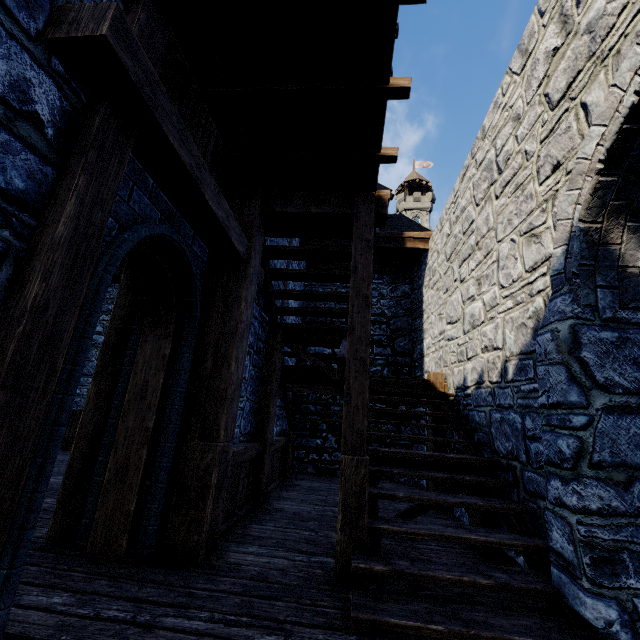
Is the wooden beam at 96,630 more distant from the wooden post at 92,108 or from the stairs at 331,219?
the stairs at 331,219

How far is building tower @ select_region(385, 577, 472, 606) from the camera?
2.6m

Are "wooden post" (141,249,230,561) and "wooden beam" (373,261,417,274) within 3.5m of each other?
no

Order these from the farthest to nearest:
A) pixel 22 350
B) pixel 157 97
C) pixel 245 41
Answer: pixel 245 41 → pixel 157 97 → pixel 22 350

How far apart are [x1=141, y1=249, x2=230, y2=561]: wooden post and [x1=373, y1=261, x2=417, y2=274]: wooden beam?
6.1m

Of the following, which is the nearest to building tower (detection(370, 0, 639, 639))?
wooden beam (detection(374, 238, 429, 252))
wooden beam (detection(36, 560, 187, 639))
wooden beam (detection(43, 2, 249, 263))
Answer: wooden beam (detection(36, 560, 187, 639))

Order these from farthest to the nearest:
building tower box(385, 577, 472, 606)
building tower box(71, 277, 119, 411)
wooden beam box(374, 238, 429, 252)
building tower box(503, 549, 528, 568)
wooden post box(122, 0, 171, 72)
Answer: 1. building tower box(71, 277, 119, 411)
2. wooden beam box(374, 238, 429, 252)
3. building tower box(503, 549, 528, 568)
4. building tower box(385, 577, 472, 606)
5. wooden post box(122, 0, 171, 72)

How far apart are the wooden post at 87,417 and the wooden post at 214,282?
0.2 meters
